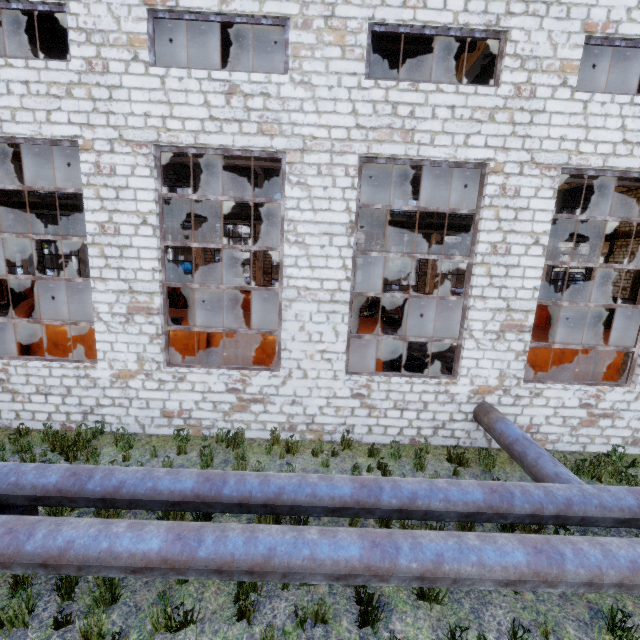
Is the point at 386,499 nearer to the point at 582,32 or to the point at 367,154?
the point at 367,154

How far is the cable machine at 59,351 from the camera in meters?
10.5 m

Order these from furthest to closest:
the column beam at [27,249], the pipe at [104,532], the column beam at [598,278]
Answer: the column beam at [598,278] → the column beam at [27,249] → the pipe at [104,532]

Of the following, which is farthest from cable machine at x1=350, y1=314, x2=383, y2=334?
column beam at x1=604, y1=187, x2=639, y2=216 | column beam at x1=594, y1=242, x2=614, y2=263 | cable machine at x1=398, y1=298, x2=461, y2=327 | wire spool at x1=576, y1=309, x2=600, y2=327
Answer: column beam at x1=594, y1=242, x2=614, y2=263

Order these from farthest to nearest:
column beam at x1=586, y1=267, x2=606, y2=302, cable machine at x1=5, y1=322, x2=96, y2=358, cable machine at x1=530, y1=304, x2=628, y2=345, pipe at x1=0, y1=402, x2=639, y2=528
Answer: column beam at x1=586, y1=267, x2=606, y2=302
cable machine at x1=530, y1=304, x2=628, y2=345
cable machine at x1=5, y1=322, x2=96, y2=358
pipe at x1=0, y1=402, x2=639, y2=528

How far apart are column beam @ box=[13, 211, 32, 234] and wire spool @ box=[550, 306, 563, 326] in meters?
39.3 m

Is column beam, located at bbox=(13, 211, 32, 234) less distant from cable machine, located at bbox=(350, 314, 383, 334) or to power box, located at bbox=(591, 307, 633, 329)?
cable machine, located at bbox=(350, 314, 383, 334)

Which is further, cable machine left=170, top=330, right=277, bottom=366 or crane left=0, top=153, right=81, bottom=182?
crane left=0, top=153, right=81, bottom=182
